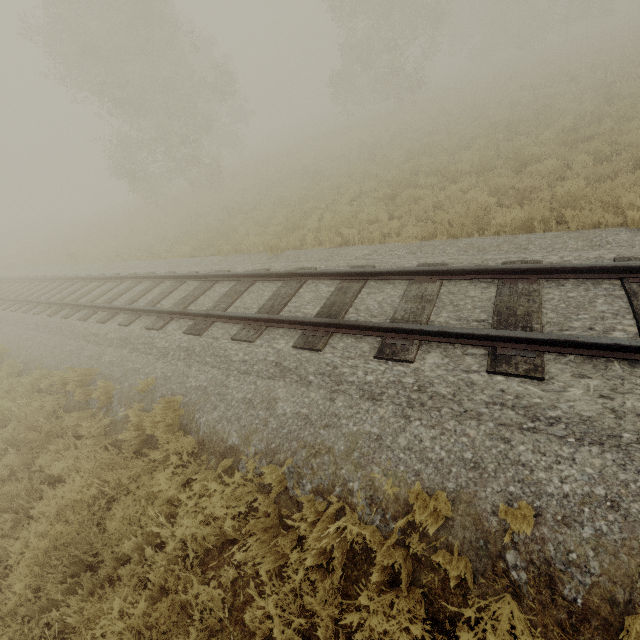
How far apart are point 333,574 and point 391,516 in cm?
77
